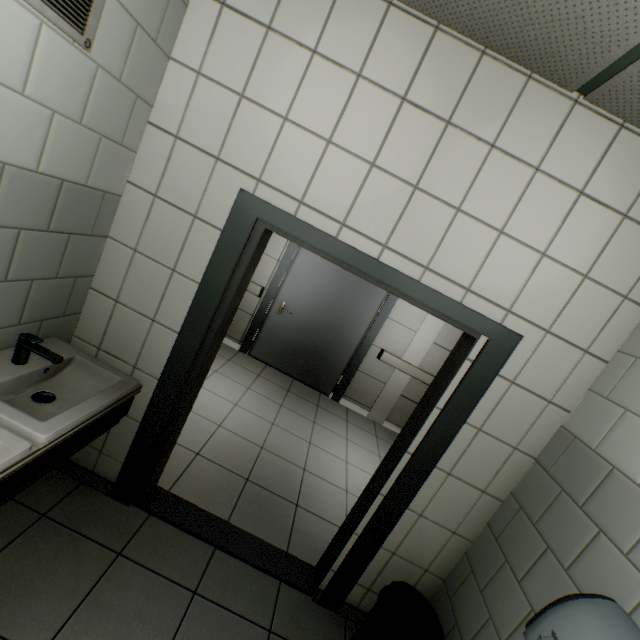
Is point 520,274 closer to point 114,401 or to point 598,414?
point 598,414

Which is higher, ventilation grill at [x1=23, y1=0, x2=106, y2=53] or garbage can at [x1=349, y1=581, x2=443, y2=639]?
ventilation grill at [x1=23, y1=0, x2=106, y2=53]

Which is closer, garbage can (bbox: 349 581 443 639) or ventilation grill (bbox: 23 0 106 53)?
ventilation grill (bbox: 23 0 106 53)

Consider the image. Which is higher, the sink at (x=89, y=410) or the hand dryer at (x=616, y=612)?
the hand dryer at (x=616, y=612)

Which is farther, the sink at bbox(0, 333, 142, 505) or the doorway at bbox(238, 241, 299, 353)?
the doorway at bbox(238, 241, 299, 353)

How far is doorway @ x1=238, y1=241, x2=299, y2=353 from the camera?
4.9 meters

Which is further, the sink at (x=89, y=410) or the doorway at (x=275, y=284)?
the doorway at (x=275, y=284)
